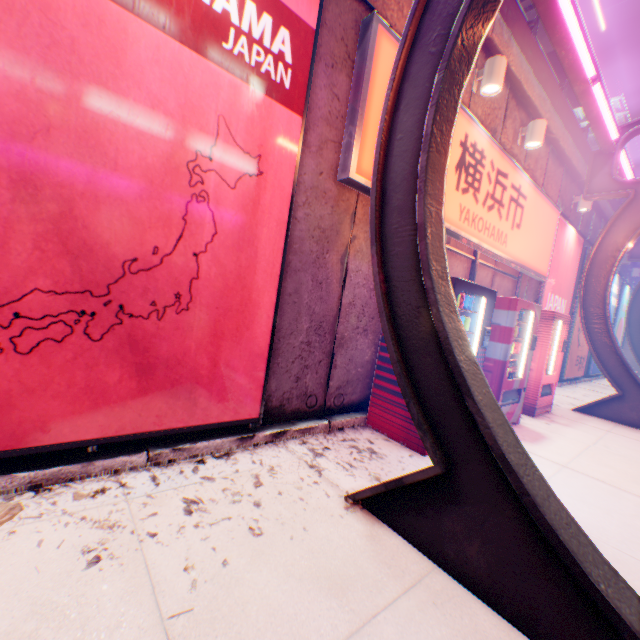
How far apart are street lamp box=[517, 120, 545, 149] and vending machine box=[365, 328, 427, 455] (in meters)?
3.62

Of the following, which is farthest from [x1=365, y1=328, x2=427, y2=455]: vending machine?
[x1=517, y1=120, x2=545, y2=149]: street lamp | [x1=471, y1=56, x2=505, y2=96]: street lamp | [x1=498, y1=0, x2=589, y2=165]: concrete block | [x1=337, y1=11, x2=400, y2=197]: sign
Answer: [x1=498, y1=0, x2=589, y2=165]: concrete block

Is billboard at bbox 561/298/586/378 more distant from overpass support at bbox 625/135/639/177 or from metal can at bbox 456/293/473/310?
overpass support at bbox 625/135/639/177

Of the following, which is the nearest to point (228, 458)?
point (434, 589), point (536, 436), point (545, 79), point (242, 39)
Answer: point (434, 589)

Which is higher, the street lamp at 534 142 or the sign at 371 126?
the street lamp at 534 142

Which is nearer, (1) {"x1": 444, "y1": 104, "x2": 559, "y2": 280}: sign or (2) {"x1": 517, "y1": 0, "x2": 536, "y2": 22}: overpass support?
(1) {"x1": 444, "y1": 104, "x2": 559, "y2": 280}: sign

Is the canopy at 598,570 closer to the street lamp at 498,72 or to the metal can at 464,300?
the street lamp at 498,72

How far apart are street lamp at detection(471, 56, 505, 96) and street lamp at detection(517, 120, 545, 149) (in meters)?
1.63
